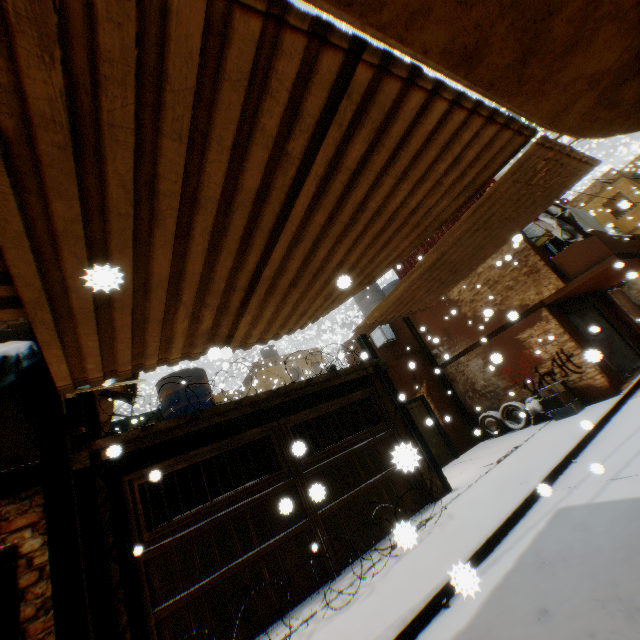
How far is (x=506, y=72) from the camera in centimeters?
197cm

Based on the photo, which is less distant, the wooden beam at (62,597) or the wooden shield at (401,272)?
the wooden beam at (62,597)

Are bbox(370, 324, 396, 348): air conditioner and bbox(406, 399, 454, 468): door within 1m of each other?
no

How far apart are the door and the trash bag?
0.6 meters

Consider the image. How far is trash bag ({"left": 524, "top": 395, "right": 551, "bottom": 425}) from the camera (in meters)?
10.37

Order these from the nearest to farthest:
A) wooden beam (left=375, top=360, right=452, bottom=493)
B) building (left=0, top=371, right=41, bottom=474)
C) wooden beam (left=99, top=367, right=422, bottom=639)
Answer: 1. building (left=0, top=371, right=41, bottom=474)
2. wooden beam (left=99, top=367, right=422, bottom=639)
3. wooden beam (left=375, top=360, right=452, bottom=493)

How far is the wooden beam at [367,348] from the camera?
9.1m

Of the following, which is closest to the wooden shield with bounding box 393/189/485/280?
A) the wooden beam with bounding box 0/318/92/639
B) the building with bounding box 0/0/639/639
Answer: the building with bounding box 0/0/639/639
